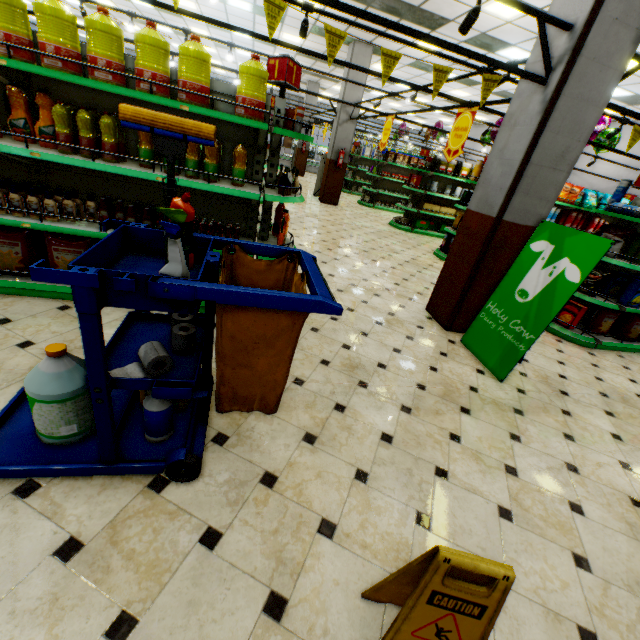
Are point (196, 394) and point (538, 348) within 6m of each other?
yes

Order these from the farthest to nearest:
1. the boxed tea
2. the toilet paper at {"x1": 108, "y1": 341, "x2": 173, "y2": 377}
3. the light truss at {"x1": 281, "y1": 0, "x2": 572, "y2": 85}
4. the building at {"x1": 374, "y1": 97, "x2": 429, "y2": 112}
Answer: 1. the building at {"x1": 374, "y1": 97, "x2": 429, "y2": 112}
2. the boxed tea
3. the light truss at {"x1": 281, "y1": 0, "x2": 572, "y2": 85}
4. the toilet paper at {"x1": 108, "y1": 341, "x2": 173, "y2": 377}

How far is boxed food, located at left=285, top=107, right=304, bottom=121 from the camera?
3.00m

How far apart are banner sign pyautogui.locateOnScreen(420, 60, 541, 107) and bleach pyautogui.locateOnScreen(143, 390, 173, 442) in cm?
295

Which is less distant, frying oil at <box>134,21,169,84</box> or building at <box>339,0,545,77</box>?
frying oil at <box>134,21,169,84</box>

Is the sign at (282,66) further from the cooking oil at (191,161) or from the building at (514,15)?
the building at (514,15)

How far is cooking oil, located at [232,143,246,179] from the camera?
3.0m

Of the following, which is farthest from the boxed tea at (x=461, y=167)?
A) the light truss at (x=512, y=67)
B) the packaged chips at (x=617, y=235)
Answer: the packaged chips at (x=617, y=235)
